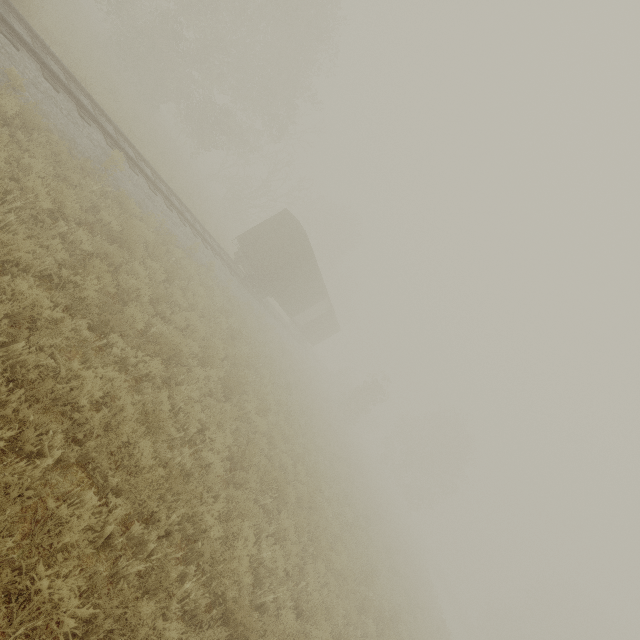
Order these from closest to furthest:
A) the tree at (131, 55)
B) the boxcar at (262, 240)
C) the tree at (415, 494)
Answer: the boxcar at (262, 240) < the tree at (131, 55) < the tree at (415, 494)

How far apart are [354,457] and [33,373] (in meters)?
26.53

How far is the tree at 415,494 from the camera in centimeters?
4184cm

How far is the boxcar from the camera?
19.12m

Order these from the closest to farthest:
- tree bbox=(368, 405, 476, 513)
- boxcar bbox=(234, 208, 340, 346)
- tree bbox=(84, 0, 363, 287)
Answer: boxcar bbox=(234, 208, 340, 346) → tree bbox=(84, 0, 363, 287) → tree bbox=(368, 405, 476, 513)

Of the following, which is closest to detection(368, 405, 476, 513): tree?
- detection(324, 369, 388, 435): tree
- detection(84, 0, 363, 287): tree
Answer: detection(84, 0, 363, 287): tree

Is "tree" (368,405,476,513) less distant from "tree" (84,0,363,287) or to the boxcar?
"tree" (84,0,363,287)

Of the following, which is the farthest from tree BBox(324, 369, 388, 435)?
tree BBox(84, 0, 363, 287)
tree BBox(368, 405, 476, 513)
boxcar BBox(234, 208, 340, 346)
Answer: tree BBox(368, 405, 476, 513)
